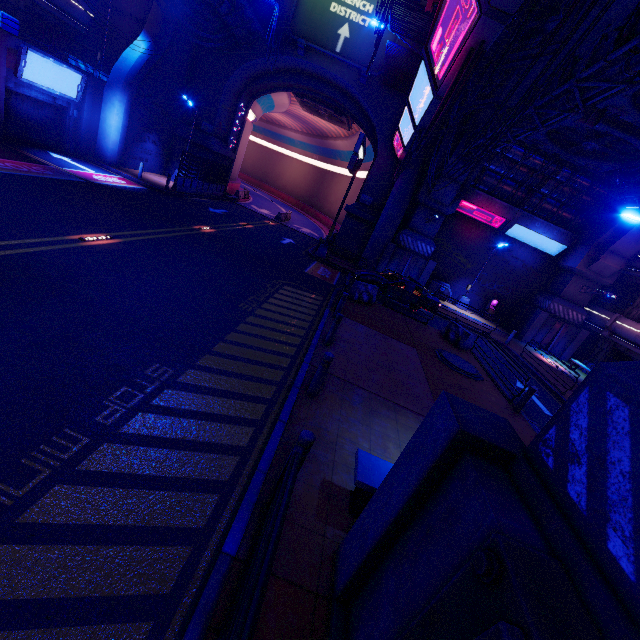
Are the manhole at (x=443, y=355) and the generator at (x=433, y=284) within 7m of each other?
no

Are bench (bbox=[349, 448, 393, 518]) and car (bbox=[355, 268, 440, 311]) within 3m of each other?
no

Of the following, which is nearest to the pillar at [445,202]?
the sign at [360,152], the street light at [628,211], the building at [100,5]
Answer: the sign at [360,152]

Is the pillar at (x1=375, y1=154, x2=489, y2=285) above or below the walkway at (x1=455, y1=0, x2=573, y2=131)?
below

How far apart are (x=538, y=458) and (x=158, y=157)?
31.20m

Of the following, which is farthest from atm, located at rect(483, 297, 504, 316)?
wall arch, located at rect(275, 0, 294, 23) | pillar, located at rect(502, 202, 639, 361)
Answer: wall arch, located at rect(275, 0, 294, 23)

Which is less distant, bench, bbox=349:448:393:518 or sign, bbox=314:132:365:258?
bench, bbox=349:448:393:518

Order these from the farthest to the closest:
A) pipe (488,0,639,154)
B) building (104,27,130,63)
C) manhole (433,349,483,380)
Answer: building (104,27,130,63)
manhole (433,349,483,380)
pipe (488,0,639,154)
